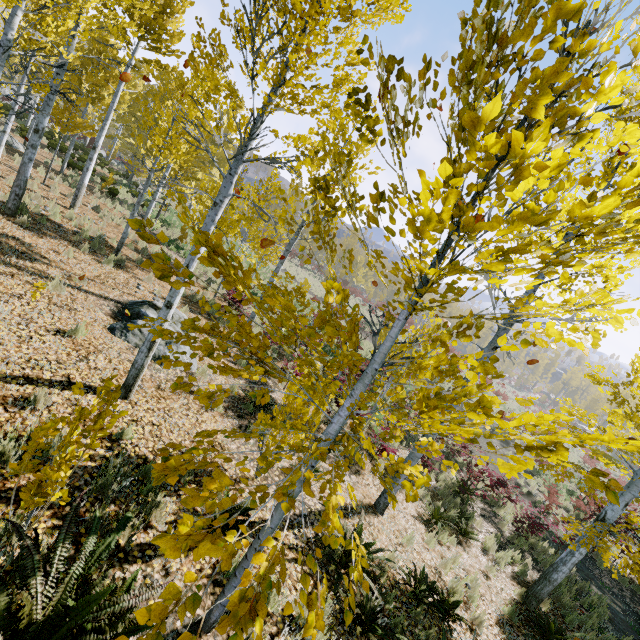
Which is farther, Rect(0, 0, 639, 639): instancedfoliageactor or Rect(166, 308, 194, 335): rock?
Rect(166, 308, 194, 335): rock

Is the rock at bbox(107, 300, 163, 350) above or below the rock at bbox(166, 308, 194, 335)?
below

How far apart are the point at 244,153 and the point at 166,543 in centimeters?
Result: 472cm

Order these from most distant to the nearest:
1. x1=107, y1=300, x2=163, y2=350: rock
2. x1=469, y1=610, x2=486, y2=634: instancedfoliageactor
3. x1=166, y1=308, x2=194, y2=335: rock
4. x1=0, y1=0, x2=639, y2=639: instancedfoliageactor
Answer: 1. x1=166, y1=308, x2=194, y2=335: rock
2. x1=107, y1=300, x2=163, y2=350: rock
3. x1=469, y1=610, x2=486, y2=634: instancedfoliageactor
4. x1=0, y1=0, x2=639, y2=639: instancedfoliageactor

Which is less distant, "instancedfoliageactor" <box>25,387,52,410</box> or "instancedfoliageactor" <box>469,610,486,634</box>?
"instancedfoliageactor" <box>25,387,52,410</box>

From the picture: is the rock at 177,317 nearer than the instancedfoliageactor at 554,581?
No

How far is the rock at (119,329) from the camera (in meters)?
6.95

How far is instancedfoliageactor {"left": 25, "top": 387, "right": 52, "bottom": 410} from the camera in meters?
4.1 m
